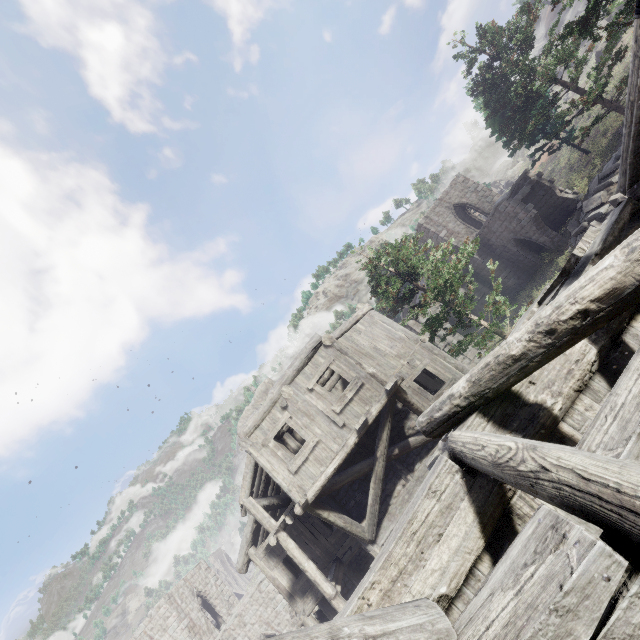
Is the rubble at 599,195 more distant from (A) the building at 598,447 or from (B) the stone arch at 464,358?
(A) the building at 598,447

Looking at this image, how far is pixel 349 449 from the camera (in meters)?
10.05

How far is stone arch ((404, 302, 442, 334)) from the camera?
27.4m

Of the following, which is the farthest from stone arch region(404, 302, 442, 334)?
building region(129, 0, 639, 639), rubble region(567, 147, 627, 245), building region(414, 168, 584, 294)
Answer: rubble region(567, 147, 627, 245)

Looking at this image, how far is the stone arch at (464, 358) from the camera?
25.9m

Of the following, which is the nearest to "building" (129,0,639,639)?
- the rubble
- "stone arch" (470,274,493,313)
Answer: "stone arch" (470,274,493,313)

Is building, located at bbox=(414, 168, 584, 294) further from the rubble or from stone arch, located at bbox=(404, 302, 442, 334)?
the rubble
